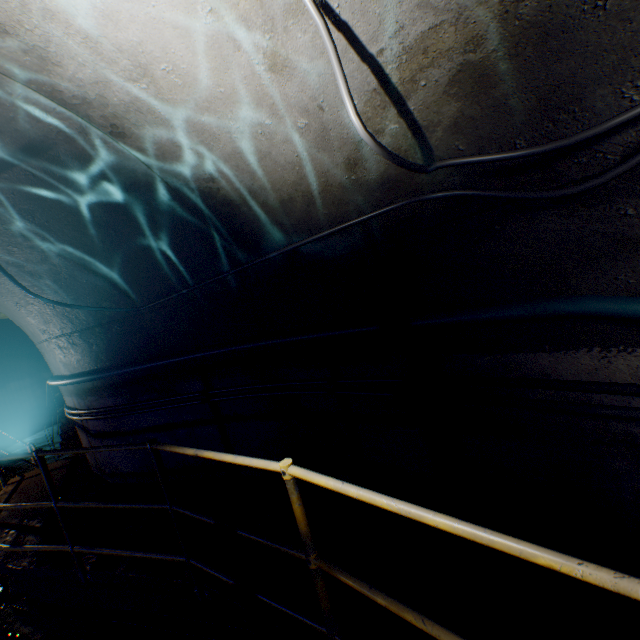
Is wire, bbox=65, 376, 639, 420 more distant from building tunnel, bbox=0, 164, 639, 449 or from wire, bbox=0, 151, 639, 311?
wire, bbox=0, 151, 639, 311

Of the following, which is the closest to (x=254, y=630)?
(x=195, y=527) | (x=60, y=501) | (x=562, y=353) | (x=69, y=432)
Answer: (x=195, y=527)

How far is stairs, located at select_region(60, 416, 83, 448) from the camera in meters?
9.1

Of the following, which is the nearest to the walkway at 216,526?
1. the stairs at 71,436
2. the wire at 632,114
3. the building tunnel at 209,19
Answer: the building tunnel at 209,19

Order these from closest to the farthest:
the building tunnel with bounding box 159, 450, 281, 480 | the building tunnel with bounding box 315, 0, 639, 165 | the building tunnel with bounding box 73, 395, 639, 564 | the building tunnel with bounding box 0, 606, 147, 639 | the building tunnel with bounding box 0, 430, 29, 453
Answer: the building tunnel with bounding box 315, 0, 639, 165
the building tunnel with bounding box 73, 395, 639, 564
the building tunnel with bounding box 0, 606, 147, 639
the building tunnel with bounding box 159, 450, 281, 480
the building tunnel with bounding box 0, 430, 29, 453

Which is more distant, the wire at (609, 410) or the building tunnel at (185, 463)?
the building tunnel at (185, 463)

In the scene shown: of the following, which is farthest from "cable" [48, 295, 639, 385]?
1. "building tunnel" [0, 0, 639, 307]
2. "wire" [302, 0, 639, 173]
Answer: "wire" [302, 0, 639, 173]

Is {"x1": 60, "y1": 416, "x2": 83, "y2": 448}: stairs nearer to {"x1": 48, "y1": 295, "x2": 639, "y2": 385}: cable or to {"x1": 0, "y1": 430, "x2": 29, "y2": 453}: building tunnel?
{"x1": 0, "y1": 430, "x2": 29, "y2": 453}: building tunnel
